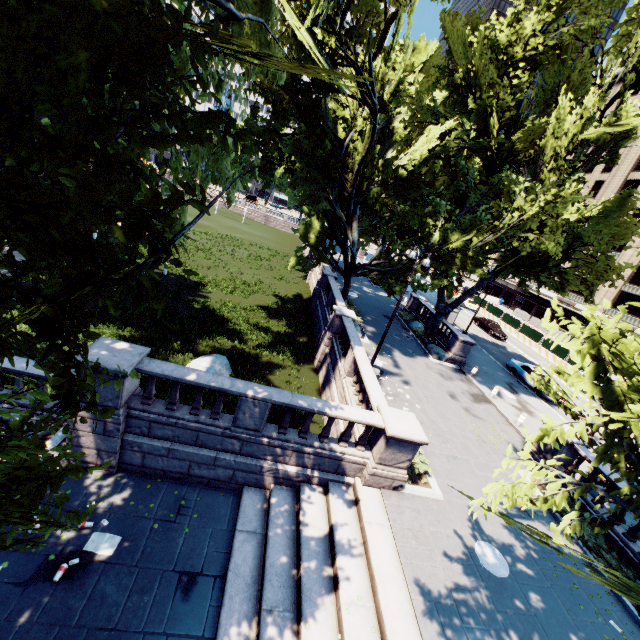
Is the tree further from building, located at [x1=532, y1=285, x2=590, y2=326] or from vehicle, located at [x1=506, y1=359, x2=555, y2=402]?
building, located at [x1=532, y1=285, x2=590, y2=326]

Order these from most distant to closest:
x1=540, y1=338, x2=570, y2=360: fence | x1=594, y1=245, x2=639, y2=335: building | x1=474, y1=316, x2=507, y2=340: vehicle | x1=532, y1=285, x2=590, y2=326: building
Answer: x1=532, y1=285, x2=590, y2=326: building
x1=594, y1=245, x2=639, y2=335: building
x1=474, y1=316, x2=507, y2=340: vehicle
x1=540, y1=338, x2=570, y2=360: fence

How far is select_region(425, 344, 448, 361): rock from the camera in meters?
24.5

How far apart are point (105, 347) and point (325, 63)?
17.13m

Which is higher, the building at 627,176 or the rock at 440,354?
the building at 627,176

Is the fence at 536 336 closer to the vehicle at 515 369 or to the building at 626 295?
the building at 626 295

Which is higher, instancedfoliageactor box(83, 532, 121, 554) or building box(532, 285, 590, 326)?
building box(532, 285, 590, 326)

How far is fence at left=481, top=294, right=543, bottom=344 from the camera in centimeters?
3957cm
